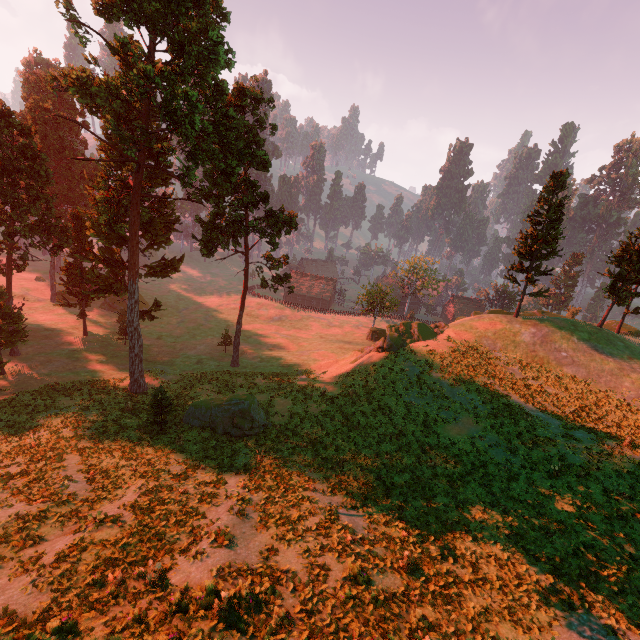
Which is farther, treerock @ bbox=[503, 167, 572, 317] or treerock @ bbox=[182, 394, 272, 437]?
treerock @ bbox=[503, 167, 572, 317]

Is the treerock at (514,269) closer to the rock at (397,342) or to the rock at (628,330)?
the rock at (628,330)

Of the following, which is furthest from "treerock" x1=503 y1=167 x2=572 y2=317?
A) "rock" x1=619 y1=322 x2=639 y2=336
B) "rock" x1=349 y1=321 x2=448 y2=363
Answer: "rock" x1=349 y1=321 x2=448 y2=363

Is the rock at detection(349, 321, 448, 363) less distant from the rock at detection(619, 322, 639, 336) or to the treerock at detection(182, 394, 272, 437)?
the rock at detection(619, 322, 639, 336)

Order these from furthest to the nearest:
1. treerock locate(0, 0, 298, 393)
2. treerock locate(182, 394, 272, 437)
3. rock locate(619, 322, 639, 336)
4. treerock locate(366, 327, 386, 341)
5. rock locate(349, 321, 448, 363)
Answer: treerock locate(366, 327, 386, 341)
rock locate(619, 322, 639, 336)
rock locate(349, 321, 448, 363)
treerock locate(182, 394, 272, 437)
treerock locate(0, 0, 298, 393)

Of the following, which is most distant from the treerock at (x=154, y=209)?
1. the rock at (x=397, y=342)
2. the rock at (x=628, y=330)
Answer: the rock at (x=397, y=342)

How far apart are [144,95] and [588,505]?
36.1m
